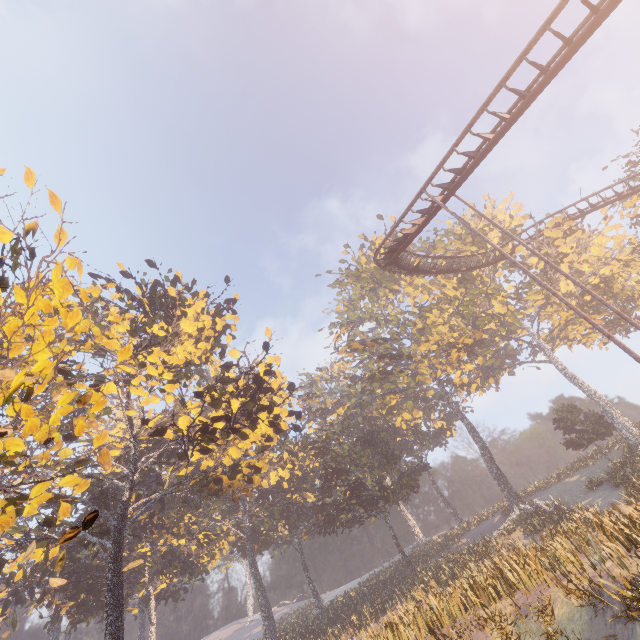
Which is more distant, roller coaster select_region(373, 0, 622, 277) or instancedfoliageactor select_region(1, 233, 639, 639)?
instancedfoliageactor select_region(1, 233, 639, 639)

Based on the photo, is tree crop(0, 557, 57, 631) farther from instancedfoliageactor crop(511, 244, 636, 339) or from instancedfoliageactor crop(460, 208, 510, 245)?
instancedfoliageactor crop(460, 208, 510, 245)

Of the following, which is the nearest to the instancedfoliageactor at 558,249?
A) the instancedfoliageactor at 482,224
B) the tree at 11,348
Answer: the instancedfoliageactor at 482,224

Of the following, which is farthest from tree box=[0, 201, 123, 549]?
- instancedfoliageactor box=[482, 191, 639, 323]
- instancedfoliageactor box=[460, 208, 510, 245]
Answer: instancedfoliageactor box=[460, 208, 510, 245]

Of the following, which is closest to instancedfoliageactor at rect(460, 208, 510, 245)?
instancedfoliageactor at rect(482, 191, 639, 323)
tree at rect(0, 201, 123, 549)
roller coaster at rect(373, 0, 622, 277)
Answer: instancedfoliageactor at rect(482, 191, 639, 323)

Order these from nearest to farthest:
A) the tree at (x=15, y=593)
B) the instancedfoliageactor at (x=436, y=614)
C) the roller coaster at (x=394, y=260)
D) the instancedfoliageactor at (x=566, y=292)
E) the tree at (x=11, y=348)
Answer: the tree at (x=11, y=348), the roller coaster at (x=394, y=260), the instancedfoliageactor at (x=436, y=614), the tree at (x=15, y=593), the instancedfoliageactor at (x=566, y=292)

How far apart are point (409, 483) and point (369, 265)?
29.94m
